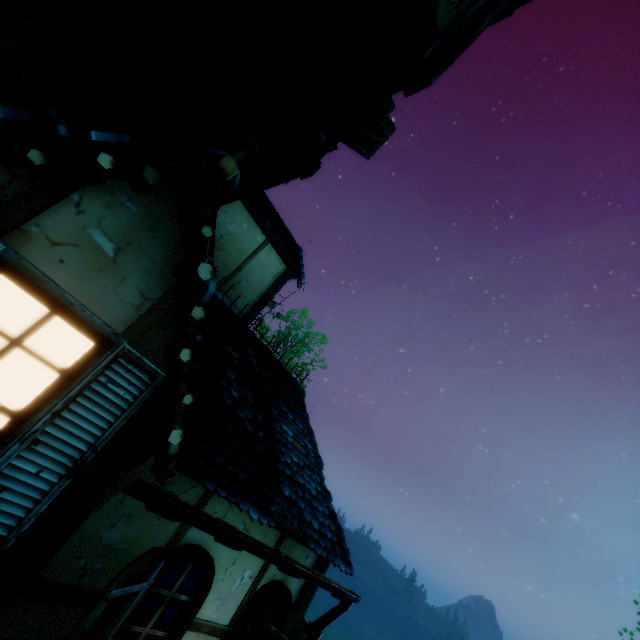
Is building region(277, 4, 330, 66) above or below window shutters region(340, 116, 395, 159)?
below

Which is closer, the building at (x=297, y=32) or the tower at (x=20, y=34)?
the building at (x=297, y=32)

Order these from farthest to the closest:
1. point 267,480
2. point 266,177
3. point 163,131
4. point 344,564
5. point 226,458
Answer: point 163,131
point 266,177
point 344,564
point 267,480
point 226,458

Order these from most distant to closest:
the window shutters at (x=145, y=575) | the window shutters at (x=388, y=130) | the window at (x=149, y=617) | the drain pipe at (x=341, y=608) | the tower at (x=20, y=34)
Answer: the window shutters at (x=388, y=130), the drain pipe at (x=341, y=608), the tower at (x=20, y=34), the window at (x=149, y=617), the window shutters at (x=145, y=575)

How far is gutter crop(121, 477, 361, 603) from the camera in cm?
249

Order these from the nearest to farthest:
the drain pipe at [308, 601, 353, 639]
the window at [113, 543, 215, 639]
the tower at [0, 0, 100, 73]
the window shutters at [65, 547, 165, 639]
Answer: the window shutters at [65, 547, 165, 639], the window at [113, 543, 215, 639], the tower at [0, 0, 100, 73], the drain pipe at [308, 601, 353, 639]

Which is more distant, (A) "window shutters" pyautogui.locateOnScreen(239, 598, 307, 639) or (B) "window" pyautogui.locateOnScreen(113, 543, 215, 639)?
(A) "window shutters" pyautogui.locateOnScreen(239, 598, 307, 639)

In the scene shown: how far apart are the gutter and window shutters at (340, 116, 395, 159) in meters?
6.0 m
